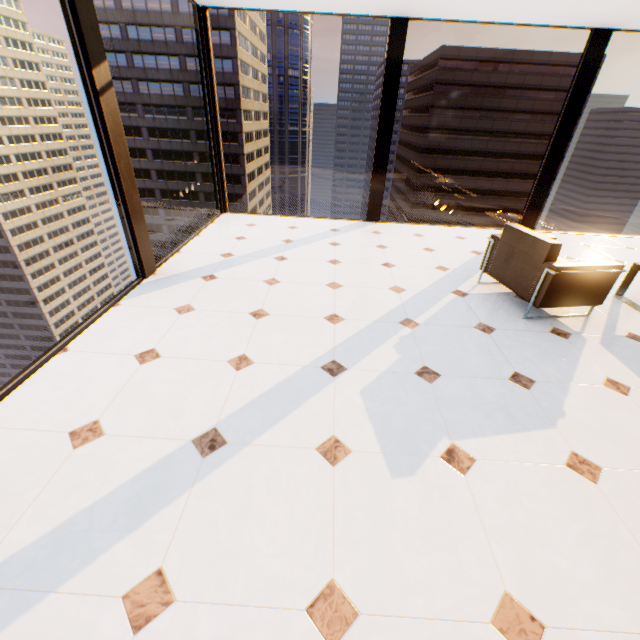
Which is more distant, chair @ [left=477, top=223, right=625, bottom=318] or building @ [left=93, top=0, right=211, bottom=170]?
building @ [left=93, top=0, right=211, bottom=170]

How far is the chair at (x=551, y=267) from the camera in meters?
3.1 m

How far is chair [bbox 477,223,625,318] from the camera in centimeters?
308cm

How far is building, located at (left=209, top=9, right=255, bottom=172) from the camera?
49.3 meters

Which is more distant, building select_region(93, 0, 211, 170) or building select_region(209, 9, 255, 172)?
building select_region(209, 9, 255, 172)

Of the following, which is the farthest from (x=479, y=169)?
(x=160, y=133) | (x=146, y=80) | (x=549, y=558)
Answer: (x=549, y=558)

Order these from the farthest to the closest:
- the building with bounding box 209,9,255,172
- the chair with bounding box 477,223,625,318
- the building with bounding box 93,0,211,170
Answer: the building with bounding box 209,9,255,172, the building with bounding box 93,0,211,170, the chair with bounding box 477,223,625,318

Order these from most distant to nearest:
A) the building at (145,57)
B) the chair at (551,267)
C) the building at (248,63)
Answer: the building at (248,63) < the building at (145,57) < the chair at (551,267)
